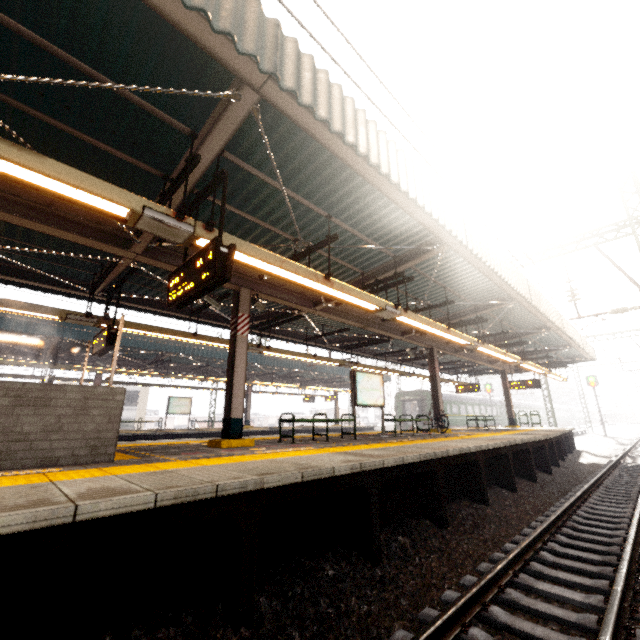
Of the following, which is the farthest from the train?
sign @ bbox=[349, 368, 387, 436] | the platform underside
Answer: sign @ bbox=[349, 368, 387, 436]

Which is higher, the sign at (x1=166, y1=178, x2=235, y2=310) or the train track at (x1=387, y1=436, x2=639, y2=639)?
the sign at (x1=166, y1=178, x2=235, y2=310)

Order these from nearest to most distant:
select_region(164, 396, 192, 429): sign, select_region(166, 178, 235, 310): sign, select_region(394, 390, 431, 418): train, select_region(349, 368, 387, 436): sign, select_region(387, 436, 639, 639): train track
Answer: select_region(387, 436, 639, 639): train track < select_region(166, 178, 235, 310): sign < select_region(349, 368, 387, 436): sign < select_region(164, 396, 192, 429): sign < select_region(394, 390, 431, 418): train

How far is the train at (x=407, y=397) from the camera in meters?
29.2 m

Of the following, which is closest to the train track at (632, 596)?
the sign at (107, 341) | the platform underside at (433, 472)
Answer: the platform underside at (433, 472)

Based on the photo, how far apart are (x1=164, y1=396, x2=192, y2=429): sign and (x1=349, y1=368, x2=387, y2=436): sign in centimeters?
1483cm

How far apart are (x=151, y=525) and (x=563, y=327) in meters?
15.6

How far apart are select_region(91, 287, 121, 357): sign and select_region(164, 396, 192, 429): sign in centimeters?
1300cm
